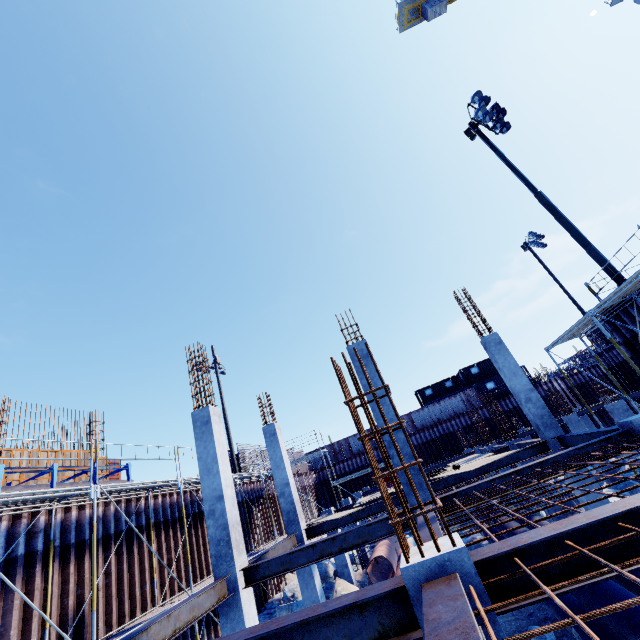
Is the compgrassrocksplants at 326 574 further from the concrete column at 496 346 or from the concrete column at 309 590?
the concrete column at 496 346

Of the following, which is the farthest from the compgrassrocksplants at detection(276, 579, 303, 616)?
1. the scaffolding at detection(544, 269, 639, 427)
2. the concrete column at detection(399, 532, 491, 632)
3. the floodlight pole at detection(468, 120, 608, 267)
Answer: the floodlight pole at detection(468, 120, 608, 267)

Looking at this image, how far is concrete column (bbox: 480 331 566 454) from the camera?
11.2 meters

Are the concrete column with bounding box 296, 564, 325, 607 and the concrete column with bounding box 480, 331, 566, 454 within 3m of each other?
no

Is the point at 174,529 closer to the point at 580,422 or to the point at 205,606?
the point at 205,606

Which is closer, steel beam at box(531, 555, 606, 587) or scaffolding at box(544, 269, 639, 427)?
steel beam at box(531, 555, 606, 587)

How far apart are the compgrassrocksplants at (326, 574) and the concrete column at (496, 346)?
11.7 meters

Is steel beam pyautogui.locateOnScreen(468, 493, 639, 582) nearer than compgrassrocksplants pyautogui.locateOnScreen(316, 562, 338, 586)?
Yes
